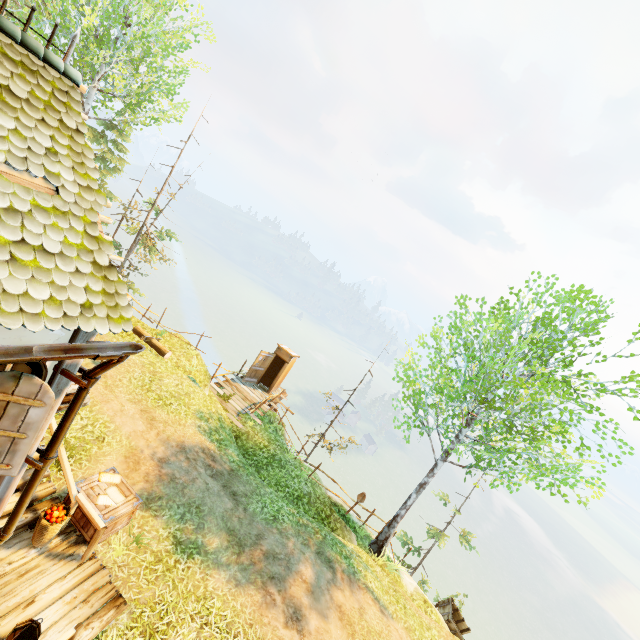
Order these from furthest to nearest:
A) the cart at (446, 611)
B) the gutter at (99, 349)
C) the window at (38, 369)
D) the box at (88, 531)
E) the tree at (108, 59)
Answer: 1. the cart at (446, 611)
2. the tree at (108, 59)
3. the box at (88, 531)
4. the window at (38, 369)
5. the gutter at (99, 349)

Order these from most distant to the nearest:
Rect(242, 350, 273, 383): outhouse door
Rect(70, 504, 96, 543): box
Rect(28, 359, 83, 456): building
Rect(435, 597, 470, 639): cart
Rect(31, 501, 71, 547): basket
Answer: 1. Rect(242, 350, 273, 383): outhouse door
2. Rect(435, 597, 470, 639): cart
3. Rect(70, 504, 96, 543): box
4. Rect(31, 501, 71, 547): basket
5. Rect(28, 359, 83, 456): building

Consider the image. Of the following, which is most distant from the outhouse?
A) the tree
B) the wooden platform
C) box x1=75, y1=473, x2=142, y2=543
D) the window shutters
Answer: the window shutters

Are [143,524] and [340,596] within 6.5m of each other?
yes

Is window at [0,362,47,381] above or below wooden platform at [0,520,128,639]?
above

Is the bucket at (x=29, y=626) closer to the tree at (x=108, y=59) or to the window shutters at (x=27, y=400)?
the window shutters at (x=27, y=400)

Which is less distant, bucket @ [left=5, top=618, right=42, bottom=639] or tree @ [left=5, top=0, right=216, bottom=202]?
bucket @ [left=5, top=618, right=42, bottom=639]

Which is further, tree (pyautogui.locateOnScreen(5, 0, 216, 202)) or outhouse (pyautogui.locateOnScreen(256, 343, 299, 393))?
outhouse (pyautogui.locateOnScreen(256, 343, 299, 393))
